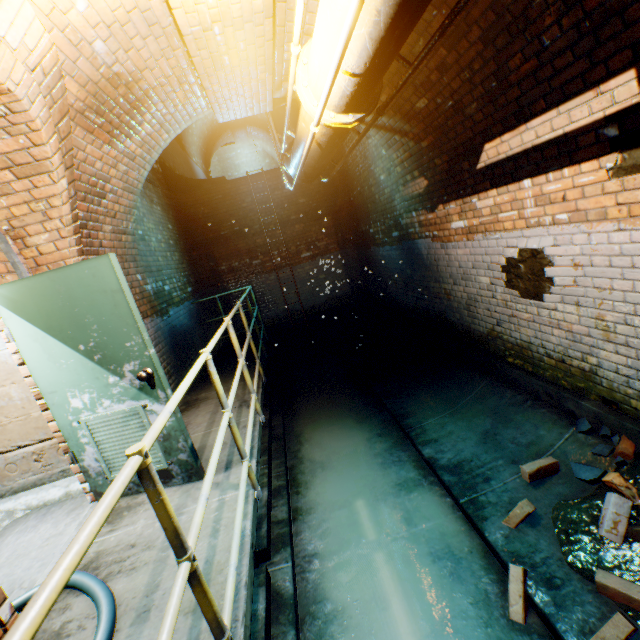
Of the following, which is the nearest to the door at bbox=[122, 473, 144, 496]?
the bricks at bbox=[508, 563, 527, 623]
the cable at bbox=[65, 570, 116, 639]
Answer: the cable at bbox=[65, 570, 116, 639]

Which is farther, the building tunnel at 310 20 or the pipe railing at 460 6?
the building tunnel at 310 20

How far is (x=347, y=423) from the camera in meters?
5.0 m

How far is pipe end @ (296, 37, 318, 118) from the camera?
2.14m

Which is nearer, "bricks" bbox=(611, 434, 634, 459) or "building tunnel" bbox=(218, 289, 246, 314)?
"bricks" bbox=(611, 434, 634, 459)

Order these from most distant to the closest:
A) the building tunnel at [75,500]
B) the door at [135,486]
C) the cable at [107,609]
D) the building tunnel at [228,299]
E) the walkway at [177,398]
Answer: the building tunnel at [228,299] < the door at [135,486] < the building tunnel at [75,500] < the cable at [107,609] < the walkway at [177,398]

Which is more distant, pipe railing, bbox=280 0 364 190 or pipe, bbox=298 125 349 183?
pipe, bbox=298 125 349 183

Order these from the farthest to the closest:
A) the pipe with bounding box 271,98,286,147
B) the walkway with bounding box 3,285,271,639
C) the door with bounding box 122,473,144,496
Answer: the pipe with bounding box 271,98,286,147
the door with bounding box 122,473,144,496
the walkway with bounding box 3,285,271,639
